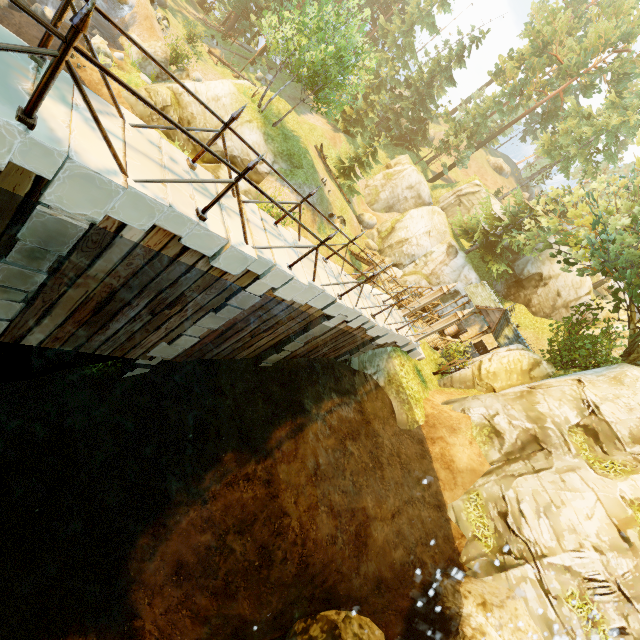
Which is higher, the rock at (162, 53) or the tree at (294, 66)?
the tree at (294, 66)

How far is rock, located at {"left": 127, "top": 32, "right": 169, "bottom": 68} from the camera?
22.77m

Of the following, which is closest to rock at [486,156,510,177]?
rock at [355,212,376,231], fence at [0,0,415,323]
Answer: rock at [355,212,376,231]

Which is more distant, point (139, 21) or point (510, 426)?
point (139, 21)

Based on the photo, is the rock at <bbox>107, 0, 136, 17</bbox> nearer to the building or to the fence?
the fence

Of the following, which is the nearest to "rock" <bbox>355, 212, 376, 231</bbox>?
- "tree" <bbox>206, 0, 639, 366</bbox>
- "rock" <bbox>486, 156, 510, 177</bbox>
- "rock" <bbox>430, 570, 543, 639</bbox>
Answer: "tree" <bbox>206, 0, 639, 366</bbox>

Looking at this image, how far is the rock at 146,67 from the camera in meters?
Result: 22.9 m

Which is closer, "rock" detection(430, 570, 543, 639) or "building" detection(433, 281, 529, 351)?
"rock" detection(430, 570, 543, 639)
